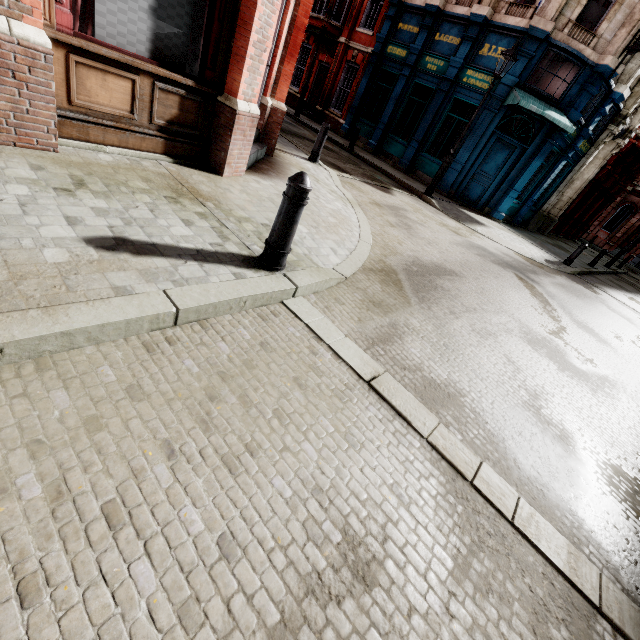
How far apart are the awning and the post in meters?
12.5 m

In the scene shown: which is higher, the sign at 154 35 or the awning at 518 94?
the awning at 518 94

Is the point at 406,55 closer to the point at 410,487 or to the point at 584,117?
the point at 584,117

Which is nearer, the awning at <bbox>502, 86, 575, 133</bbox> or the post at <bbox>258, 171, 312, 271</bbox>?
the post at <bbox>258, 171, 312, 271</bbox>

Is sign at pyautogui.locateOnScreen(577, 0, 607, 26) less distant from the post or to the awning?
the awning

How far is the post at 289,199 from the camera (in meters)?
2.88

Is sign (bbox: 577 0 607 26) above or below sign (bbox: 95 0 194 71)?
above

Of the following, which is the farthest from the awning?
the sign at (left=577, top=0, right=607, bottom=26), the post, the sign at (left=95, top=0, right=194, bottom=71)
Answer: the post
